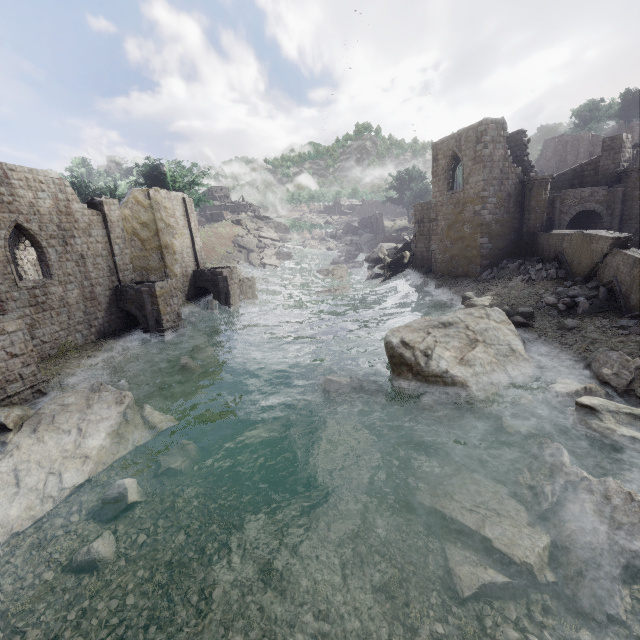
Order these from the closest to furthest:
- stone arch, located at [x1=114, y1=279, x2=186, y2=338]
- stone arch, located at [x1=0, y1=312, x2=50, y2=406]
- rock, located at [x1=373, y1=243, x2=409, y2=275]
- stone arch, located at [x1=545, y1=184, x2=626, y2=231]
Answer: stone arch, located at [x1=0, y1=312, x2=50, y2=406] → stone arch, located at [x1=114, y1=279, x2=186, y2=338] → stone arch, located at [x1=545, y1=184, x2=626, y2=231] → rock, located at [x1=373, y1=243, x2=409, y2=275]

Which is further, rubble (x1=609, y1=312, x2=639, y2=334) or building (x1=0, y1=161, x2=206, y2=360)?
building (x1=0, y1=161, x2=206, y2=360)

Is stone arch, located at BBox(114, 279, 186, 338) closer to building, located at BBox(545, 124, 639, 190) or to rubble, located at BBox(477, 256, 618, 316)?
building, located at BBox(545, 124, 639, 190)

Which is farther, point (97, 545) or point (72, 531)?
point (72, 531)

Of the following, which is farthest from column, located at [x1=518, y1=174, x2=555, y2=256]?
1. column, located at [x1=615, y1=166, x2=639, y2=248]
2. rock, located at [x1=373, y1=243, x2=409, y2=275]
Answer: rock, located at [x1=373, y1=243, x2=409, y2=275]

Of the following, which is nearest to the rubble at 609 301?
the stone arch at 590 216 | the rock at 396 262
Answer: the stone arch at 590 216

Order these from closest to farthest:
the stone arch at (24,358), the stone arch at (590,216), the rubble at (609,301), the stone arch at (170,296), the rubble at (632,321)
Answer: the stone arch at (24,358), the rubble at (632,321), the rubble at (609,301), the stone arch at (170,296), the stone arch at (590,216)

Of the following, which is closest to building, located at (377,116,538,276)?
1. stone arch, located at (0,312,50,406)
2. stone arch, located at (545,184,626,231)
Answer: stone arch, located at (545,184,626,231)
